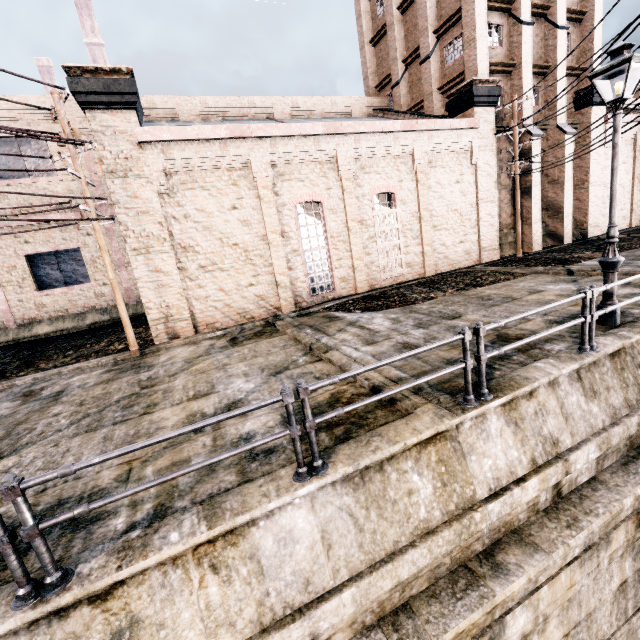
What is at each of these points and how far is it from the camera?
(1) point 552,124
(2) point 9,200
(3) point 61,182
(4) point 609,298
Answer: (1) building, 21.4m
(2) building, 18.6m
(3) building, 19.4m
(4) street light, 7.6m

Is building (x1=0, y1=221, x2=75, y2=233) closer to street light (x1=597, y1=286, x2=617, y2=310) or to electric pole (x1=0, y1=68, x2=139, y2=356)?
electric pole (x1=0, y1=68, x2=139, y2=356)

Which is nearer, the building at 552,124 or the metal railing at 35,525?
the metal railing at 35,525

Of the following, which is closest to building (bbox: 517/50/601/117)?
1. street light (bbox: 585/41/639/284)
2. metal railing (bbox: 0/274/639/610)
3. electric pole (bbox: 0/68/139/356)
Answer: electric pole (bbox: 0/68/139/356)

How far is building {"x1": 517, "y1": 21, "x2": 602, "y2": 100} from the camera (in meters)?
20.56

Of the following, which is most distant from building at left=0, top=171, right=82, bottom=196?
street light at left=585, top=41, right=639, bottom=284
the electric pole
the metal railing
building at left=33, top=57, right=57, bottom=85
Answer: building at left=33, top=57, right=57, bottom=85

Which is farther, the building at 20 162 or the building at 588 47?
the building at 588 47

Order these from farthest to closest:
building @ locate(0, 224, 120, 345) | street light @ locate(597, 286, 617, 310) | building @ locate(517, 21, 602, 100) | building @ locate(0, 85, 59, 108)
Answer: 1. building @ locate(517, 21, 602, 100)
2. building @ locate(0, 224, 120, 345)
3. building @ locate(0, 85, 59, 108)
4. street light @ locate(597, 286, 617, 310)
